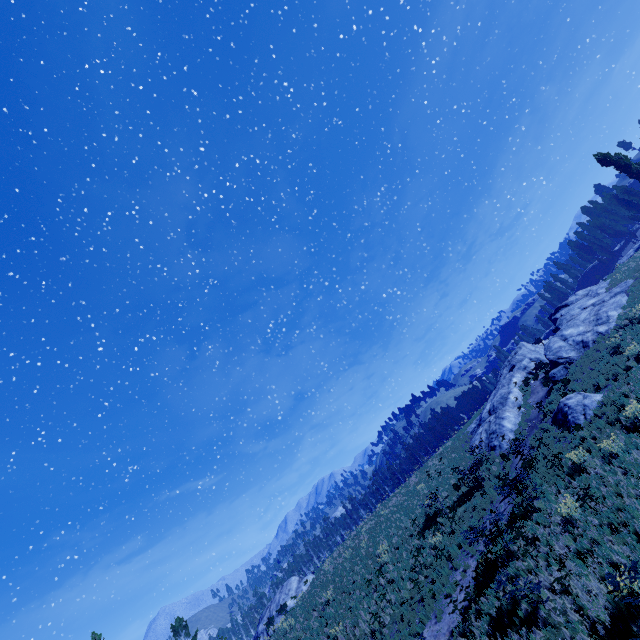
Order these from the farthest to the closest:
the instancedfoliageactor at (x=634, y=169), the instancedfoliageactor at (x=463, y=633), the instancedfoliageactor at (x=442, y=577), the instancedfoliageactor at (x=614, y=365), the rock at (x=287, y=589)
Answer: the instancedfoliageactor at (x=634, y=169) < the rock at (x=287, y=589) < the instancedfoliageactor at (x=614, y=365) < the instancedfoliageactor at (x=442, y=577) < the instancedfoliageactor at (x=463, y=633)

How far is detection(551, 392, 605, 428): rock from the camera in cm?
1670

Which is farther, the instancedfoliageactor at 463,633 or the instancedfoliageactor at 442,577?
the instancedfoliageactor at 442,577

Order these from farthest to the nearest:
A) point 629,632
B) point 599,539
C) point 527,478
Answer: point 527,478 → point 599,539 → point 629,632

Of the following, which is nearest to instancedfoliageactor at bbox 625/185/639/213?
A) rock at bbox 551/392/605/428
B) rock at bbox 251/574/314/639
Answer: rock at bbox 251/574/314/639

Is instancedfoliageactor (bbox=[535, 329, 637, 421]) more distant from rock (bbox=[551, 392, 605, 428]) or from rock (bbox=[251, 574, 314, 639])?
rock (bbox=[551, 392, 605, 428])

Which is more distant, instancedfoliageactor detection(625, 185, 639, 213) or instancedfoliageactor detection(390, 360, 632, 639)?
instancedfoliageactor detection(625, 185, 639, 213)

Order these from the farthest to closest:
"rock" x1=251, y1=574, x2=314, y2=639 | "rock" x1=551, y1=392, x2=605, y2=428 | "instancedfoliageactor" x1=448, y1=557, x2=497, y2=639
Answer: "rock" x1=251, y1=574, x2=314, y2=639 < "rock" x1=551, y1=392, x2=605, y2=428 < "instancedfoliageactor" x1=448, y1=557, x2=497, y2=639
